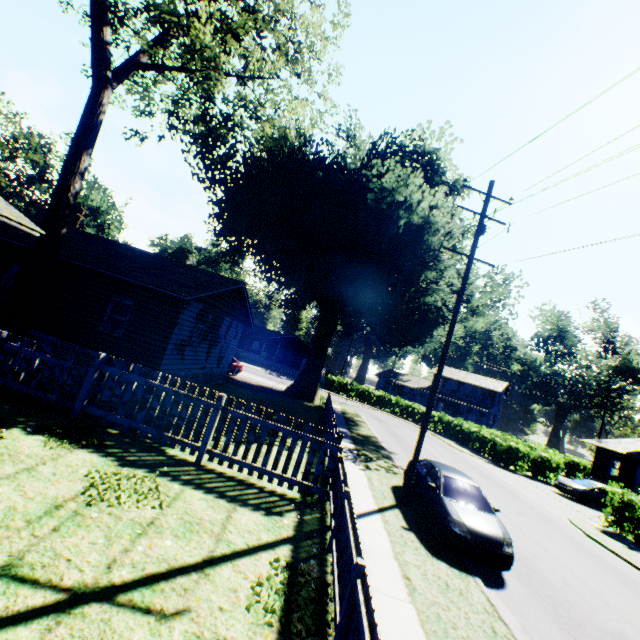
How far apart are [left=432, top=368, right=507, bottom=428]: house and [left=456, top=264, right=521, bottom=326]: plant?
27.89m

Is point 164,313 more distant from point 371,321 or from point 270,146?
point 371,321

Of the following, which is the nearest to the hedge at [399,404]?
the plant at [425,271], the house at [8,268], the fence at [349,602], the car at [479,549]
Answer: the plant at [425,271]

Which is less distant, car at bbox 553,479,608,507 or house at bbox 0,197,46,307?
house at bbox 0,197,46,307

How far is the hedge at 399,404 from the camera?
41.2m

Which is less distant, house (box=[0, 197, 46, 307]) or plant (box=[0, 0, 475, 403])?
house (box=[0, 197, 46, 307])

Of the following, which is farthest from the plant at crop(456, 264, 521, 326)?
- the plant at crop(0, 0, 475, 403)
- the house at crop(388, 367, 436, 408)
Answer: the house at crop(388, 367, 436, 408)

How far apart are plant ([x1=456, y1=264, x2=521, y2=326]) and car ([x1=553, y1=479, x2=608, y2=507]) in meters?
14.2
